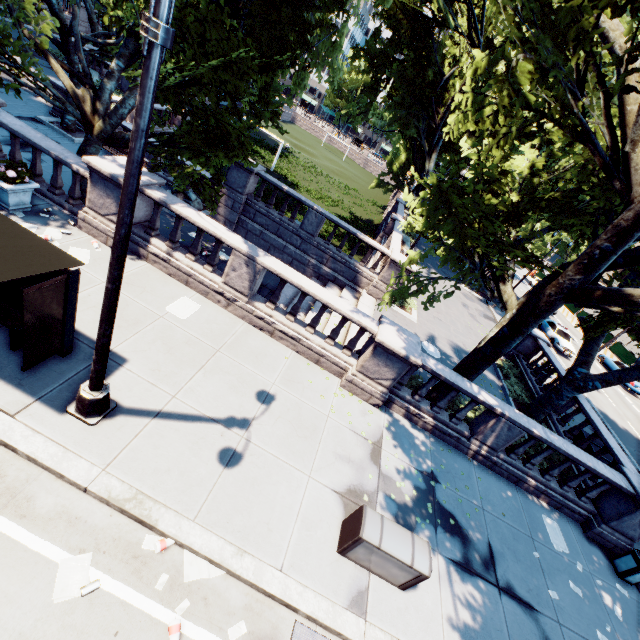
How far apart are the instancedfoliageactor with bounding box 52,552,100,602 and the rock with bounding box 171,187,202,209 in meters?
16.5 m

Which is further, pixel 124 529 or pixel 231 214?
pixel 231 214

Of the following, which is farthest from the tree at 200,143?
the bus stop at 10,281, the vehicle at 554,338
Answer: the vehicle at 554,338

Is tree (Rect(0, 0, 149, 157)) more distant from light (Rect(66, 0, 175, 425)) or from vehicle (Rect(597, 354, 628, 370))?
vehicle (Rect(597, 354, 628, 370))

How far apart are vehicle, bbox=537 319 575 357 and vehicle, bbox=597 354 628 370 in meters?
6.2 m

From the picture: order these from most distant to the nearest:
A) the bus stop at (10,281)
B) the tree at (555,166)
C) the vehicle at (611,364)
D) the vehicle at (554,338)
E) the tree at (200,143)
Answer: the vehicle at (611,364) → the vehicle at (554,338) → the tree at (200,143) → the tree at (555,166) → the bus stop at (10,281)

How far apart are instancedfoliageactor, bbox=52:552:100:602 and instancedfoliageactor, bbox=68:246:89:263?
6.94m

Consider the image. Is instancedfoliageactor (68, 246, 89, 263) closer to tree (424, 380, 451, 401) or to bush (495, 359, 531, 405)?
tree (424, 380, 451, 401)
